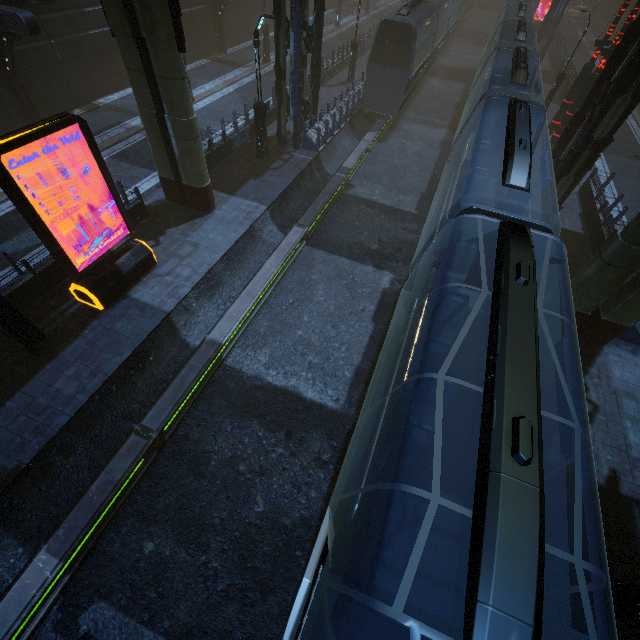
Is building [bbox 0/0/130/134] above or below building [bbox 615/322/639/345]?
above

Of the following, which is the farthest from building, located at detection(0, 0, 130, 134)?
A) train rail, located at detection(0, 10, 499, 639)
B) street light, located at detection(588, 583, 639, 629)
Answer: street light, located at detection(588, 583, 639, 629)

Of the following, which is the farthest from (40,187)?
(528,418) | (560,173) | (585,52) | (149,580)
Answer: (585,52)

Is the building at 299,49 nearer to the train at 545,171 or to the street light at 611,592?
the train at 545,171

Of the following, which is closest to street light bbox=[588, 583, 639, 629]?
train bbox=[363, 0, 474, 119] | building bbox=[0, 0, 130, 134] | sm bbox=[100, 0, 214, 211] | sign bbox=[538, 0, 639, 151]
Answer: building bbox=[0, 0, 130, 134]

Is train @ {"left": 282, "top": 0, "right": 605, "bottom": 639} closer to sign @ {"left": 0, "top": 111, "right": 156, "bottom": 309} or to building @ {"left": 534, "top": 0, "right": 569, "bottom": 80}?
A: building @ {"left": 534, "top": 0, "right": 569, "bottom": 80}

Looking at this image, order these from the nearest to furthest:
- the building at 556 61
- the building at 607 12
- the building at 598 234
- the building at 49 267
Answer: the building at 49 267
the building at 598 234
the building at 556 61
the building at 607 12
